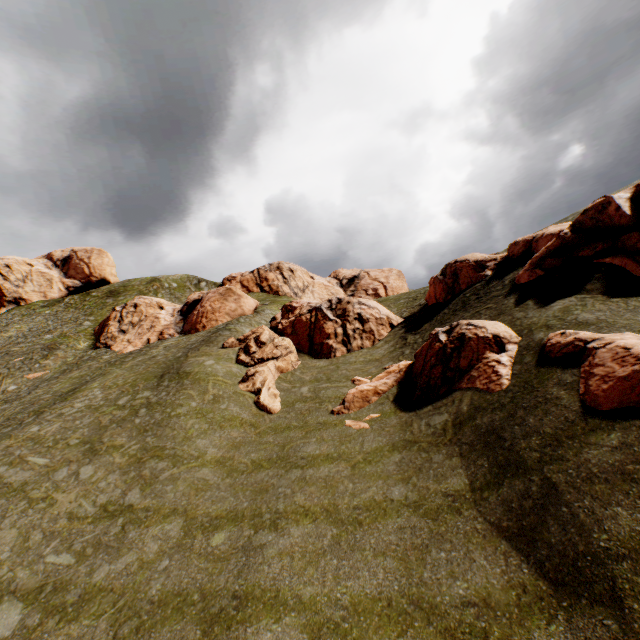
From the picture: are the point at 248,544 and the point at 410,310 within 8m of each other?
no

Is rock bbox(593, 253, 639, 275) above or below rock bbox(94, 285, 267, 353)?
below

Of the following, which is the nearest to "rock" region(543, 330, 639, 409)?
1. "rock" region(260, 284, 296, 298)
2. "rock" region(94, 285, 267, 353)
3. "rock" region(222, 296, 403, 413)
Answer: "rock" region(222, 296, 403, 413)

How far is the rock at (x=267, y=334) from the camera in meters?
23.3

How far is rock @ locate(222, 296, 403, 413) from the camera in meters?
23.3 m

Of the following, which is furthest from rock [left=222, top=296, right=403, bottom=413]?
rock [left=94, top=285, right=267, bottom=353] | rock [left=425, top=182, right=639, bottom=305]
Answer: rock [left=94, top=285, right=267, bottom=353]

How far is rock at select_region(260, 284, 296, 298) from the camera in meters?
58.5 m

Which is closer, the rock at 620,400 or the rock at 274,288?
the rock at 620,400
